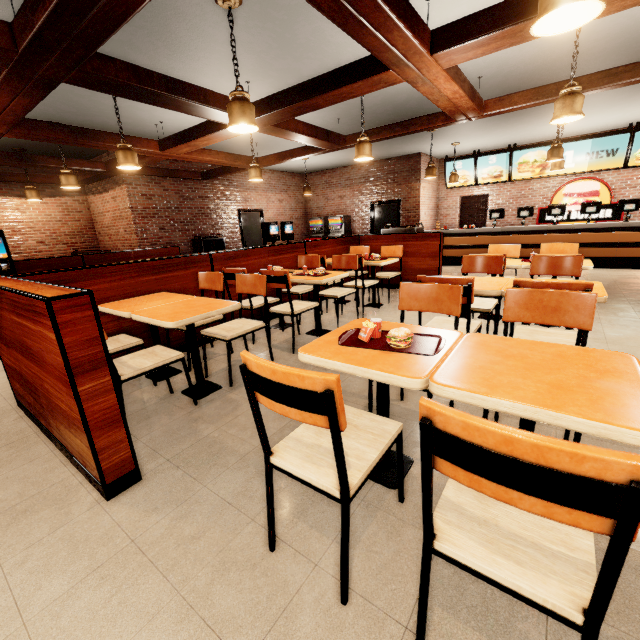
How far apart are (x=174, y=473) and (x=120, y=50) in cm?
457
